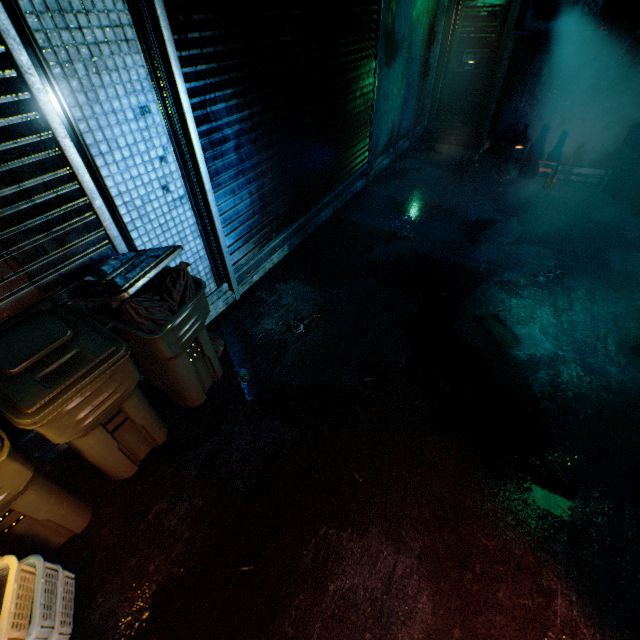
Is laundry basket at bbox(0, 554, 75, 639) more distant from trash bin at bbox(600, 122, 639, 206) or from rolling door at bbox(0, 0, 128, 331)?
trash bin at bbox(600, 122, 639, 206)

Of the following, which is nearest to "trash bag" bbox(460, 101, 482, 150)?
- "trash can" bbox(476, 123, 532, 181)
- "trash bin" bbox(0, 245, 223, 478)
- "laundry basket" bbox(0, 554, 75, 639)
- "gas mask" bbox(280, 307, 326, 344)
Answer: "trash can" bbox(476, 123, 532, 181)

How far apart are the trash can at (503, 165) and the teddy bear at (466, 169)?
0.3 meters

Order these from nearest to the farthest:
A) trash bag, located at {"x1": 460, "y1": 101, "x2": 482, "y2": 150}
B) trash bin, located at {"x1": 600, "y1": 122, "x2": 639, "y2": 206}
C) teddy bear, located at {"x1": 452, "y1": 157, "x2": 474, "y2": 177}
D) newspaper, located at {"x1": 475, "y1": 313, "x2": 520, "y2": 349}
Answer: newspaper, located at {"x1": 475, "y1": 313, "x2": 520, "y2": 349} → trash bin, located at {"x1": 600, "y1": 122, "x2": 639, "y2": 206} → teddy bear, located at {"x1": 452, "y1": 157, "x2": 474, "y2": 177} → trash bag, located at {"x1": 460, "y1": 101, "x2": 482, "y2": 150}

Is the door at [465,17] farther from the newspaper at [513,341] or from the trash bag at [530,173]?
the newspaper at [513,341]

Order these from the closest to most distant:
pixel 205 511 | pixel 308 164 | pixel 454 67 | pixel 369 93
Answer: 1. pixel 205 511
2. pixel 308 164
3. pixel 369 93
4. pixel 454 67

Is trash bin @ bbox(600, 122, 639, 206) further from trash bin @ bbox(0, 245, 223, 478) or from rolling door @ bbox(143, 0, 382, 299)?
trash bin @ bbox(0, 245, 223, 478)

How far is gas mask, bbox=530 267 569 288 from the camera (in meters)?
3.45
